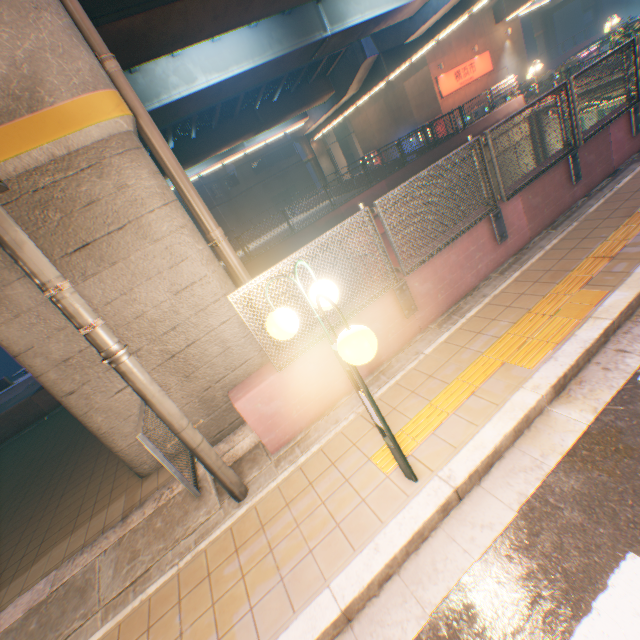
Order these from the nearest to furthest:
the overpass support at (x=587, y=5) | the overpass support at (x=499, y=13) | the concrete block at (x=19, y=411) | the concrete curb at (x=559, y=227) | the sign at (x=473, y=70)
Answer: the concrete curb at (x=559, y=227) → the concrete block at (x=19, y=411) → the overpass support at (x=499, y=13) → the sign at (x=473, y=70) → the overpass support at (x=587, y=5)

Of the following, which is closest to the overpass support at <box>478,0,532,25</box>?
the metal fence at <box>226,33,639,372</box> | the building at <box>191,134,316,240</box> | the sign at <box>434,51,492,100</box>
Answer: the metal fence at <box>226,33,639,372</box>

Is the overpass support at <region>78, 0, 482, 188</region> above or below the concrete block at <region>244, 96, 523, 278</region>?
above

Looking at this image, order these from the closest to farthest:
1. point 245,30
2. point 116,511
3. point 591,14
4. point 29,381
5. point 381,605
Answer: point 381,605, point 116,511, point 245,30, point 29,381, point 591,14

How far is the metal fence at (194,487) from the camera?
3.78m

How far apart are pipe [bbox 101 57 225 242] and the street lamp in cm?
316

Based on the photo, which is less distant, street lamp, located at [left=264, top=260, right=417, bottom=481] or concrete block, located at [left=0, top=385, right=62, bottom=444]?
street lamp, located at [left=264, top=260, right=417, bottom=481]

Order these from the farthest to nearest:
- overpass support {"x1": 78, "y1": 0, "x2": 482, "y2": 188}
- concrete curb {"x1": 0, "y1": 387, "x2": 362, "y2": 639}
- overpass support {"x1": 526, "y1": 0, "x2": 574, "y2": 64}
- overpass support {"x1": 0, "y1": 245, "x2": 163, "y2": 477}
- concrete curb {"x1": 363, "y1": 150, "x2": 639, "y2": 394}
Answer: overpass support {"x1": 526, "y1": 0, "x2": 574, "y2": 64} < overpass support {"x1": 78, "y1": 0, "x2": 482, "y2": 188} < concrete curb {"x1": 363, "y1": 150, "x2": 639, "y2": 394} < overpass support {"x1": 0, "y1": 245, "x2": 163, "y2": 477} < concrete curb {"x1": 0, "y1": 387, "x2": 362, "y2": 639}
